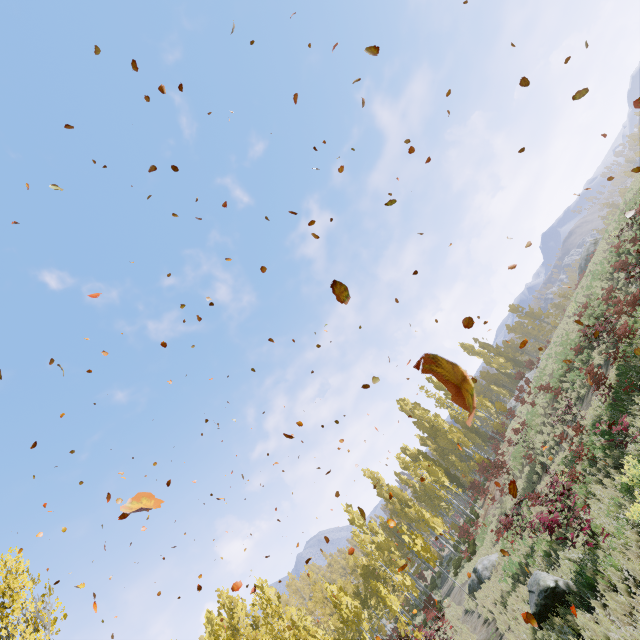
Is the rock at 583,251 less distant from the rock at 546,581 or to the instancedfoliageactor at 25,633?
the instancedfoliageactor at 25,633

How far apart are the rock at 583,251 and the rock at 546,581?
42.7m

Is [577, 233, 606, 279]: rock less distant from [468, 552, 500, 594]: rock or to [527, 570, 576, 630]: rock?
[468, 552, 500, 594]: rock

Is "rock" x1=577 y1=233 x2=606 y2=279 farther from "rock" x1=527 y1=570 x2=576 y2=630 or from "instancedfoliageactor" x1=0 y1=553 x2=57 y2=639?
"rock" x1=527 y1=570 x2=576 y2=630

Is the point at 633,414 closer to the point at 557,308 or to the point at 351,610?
the point at 351,610

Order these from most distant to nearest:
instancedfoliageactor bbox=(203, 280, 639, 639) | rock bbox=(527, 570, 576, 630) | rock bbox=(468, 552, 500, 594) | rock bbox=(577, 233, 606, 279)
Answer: rock bbox=(577, 233, 606, 279) < rock bbox=(468, 552, 500, 594) < instancedfoliageactor bbox=(203, 280, 639, 639) < rock bbox=(527, 570, 576, 630)

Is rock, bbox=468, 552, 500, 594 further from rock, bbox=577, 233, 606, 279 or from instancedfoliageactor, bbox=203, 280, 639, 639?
rock, bbox=577, 233, 606, 279

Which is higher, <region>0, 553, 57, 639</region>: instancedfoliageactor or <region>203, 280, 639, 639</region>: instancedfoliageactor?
Answer: <region>0, 553, 57, 639</region>: instancedfoliageactor
